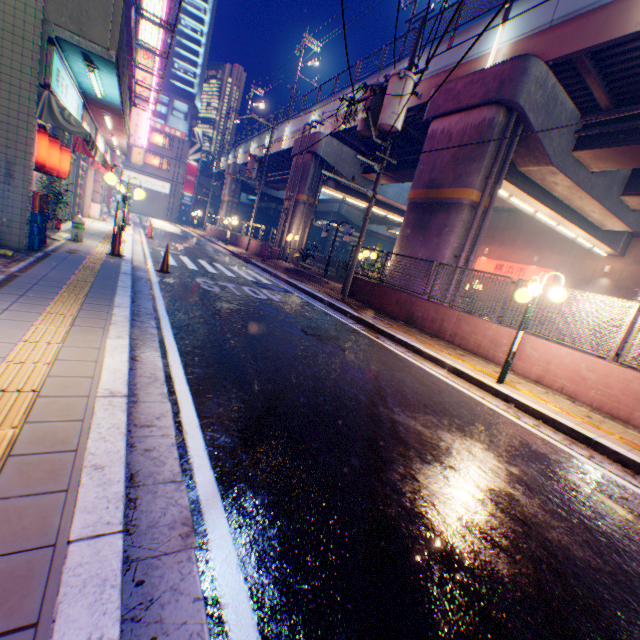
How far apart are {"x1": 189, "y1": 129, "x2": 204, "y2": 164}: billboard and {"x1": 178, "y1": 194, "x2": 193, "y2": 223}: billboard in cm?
483

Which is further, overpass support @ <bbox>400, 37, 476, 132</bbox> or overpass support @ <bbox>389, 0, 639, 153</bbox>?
overpass support @ <bbox>400, 37, 476, 132</bbox>

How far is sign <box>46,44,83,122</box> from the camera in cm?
623

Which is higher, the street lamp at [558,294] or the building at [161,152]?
the building at [161,152]

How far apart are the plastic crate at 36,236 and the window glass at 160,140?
46.9 meters

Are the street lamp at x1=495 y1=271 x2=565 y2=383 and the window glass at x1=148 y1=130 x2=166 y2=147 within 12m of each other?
no

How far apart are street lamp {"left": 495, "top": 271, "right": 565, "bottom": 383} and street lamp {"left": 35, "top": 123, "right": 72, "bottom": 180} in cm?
1106

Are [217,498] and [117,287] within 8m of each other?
yes
